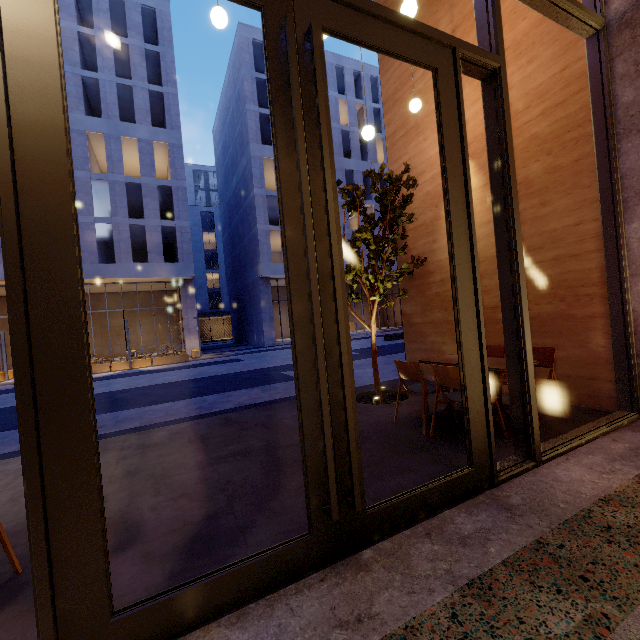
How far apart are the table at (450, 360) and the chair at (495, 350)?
0.33m

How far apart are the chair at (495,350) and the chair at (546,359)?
0.2m

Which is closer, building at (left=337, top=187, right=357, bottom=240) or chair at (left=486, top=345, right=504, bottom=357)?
chair at (left=486, top=345, right=504, bottom=357)

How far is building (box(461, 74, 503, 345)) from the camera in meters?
5.2 m

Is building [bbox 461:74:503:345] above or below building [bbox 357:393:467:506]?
above

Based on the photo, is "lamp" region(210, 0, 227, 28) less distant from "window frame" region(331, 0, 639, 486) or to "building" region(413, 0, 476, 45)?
"building" region(413, 0, 476, 45)

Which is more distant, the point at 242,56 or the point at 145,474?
the point at 242,56
